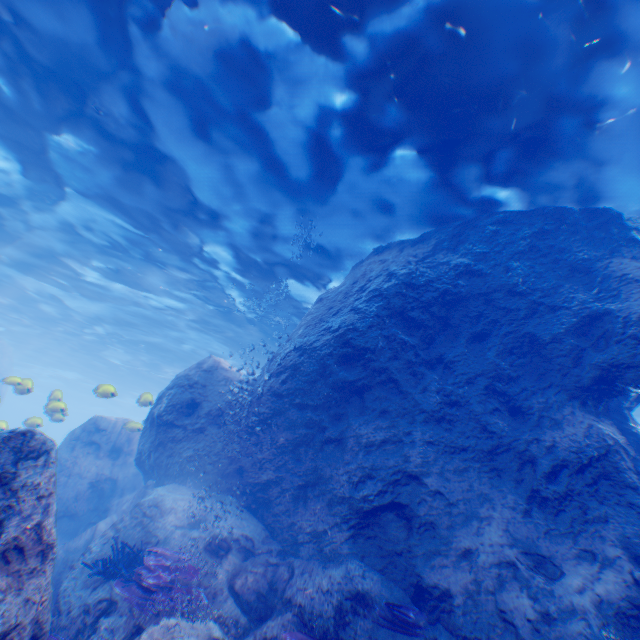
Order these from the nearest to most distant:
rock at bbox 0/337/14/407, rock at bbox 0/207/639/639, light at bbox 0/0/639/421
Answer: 1. rock at bbox 0/207/639/639
2. light at bbox 0/0/639/421
3. rock at bbox 0/337/14/407

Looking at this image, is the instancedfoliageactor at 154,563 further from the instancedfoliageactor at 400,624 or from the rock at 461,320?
the instancedfoliageactor at 400,624

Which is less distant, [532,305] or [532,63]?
[532,63]

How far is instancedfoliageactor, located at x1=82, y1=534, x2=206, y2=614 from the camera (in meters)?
5.04

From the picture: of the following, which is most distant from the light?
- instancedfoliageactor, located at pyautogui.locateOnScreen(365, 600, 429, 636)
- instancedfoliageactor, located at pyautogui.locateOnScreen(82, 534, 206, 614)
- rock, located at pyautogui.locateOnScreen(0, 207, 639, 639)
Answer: instancedfoliageactor, located at pyautogui.locateOnScreen(82, 534, 206, 614)

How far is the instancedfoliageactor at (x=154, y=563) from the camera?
5.0 meters

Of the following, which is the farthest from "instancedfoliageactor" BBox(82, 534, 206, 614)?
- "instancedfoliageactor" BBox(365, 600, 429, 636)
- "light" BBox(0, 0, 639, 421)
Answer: "instancedfoliageactor" BBox(365, 600, 429, 636)

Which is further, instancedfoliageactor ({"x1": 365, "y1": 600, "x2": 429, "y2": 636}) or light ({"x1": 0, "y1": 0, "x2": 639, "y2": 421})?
light ({"x1": 0, "y1": 0, "x2": 639, "y2": 421})
